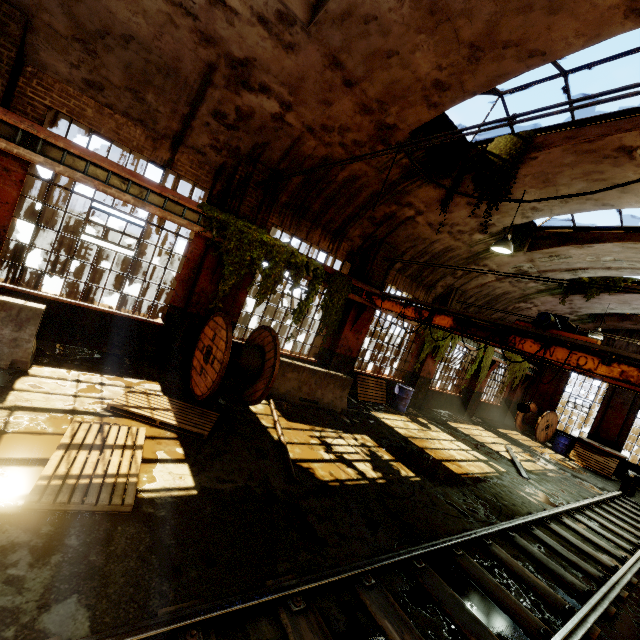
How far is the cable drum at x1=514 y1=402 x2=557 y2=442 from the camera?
17.64m

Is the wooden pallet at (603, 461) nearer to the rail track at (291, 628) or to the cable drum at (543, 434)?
the cable drum at (543, 434)

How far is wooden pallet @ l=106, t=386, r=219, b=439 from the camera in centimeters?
529cm

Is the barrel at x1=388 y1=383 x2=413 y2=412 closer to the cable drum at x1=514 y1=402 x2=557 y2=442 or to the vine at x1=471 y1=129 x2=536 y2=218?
the vine at x1=471 y1=129 x2=536 y2=218

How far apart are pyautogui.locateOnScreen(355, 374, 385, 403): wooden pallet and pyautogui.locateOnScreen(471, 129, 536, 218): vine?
6.8m

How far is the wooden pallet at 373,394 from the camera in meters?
12.0

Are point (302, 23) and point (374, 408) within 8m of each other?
no
